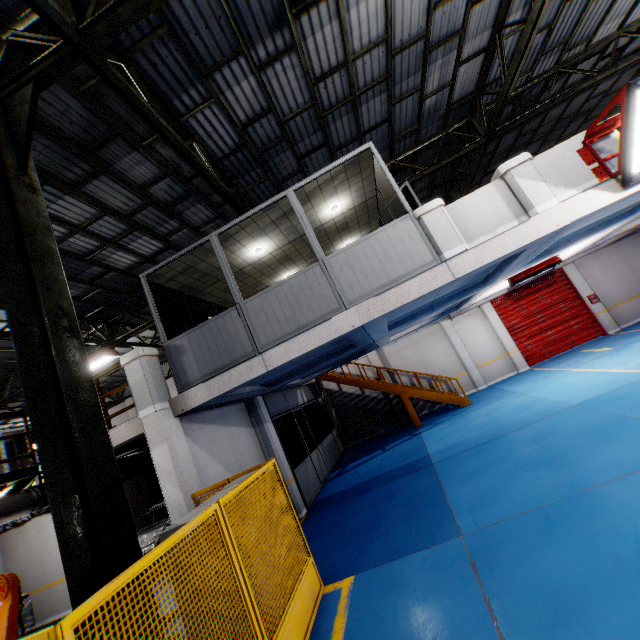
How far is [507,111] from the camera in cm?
1134

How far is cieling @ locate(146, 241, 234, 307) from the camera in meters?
7.6

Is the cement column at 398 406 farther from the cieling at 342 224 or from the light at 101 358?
the light at 101 358

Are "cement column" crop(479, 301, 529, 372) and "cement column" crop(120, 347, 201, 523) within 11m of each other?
no

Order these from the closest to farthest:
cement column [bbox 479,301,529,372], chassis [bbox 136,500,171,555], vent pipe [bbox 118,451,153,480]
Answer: vent pipe [bbox 118,451,153,480] < chassis [bbox 136,500,171,555] < cement column [bbox 479,301,529,372]

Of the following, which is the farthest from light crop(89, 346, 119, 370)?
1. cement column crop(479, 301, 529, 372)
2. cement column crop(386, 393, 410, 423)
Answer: cement column crop(479, 301, 529, 372)

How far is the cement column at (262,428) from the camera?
9.6 meters

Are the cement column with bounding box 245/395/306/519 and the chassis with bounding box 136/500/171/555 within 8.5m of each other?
yes
